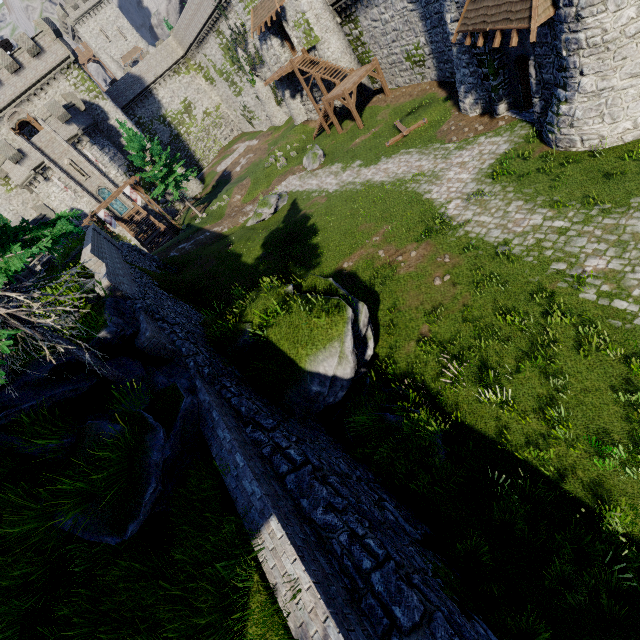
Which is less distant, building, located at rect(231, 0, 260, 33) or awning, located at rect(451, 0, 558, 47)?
awning, located at rect(451, 0, 558, 47)

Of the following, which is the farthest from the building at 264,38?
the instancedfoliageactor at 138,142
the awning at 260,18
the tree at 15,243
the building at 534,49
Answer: the tree at 15,243

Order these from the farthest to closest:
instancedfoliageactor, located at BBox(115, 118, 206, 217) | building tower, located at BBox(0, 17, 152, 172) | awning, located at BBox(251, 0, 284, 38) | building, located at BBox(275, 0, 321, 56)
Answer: building tower, located at BBox(0, 17, 152, 172) < instancedfoliageactor, located at BBox(115, 118, 206, 217) < awning, located at BBox(251, 0, 284, 38) < building, located at BBox(275, 0, 321, 56)

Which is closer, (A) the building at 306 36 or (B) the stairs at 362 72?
(B) the stairs at 362 72

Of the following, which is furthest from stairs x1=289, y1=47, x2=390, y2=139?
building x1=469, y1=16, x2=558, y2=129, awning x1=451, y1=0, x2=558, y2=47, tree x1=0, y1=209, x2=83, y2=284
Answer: tree x1=0, y1=209, x2=83, y2=284

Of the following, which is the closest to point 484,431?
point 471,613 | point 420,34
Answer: point 471,613

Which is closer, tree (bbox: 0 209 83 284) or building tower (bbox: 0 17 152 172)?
tree (bbox: 0 209 83 284)
